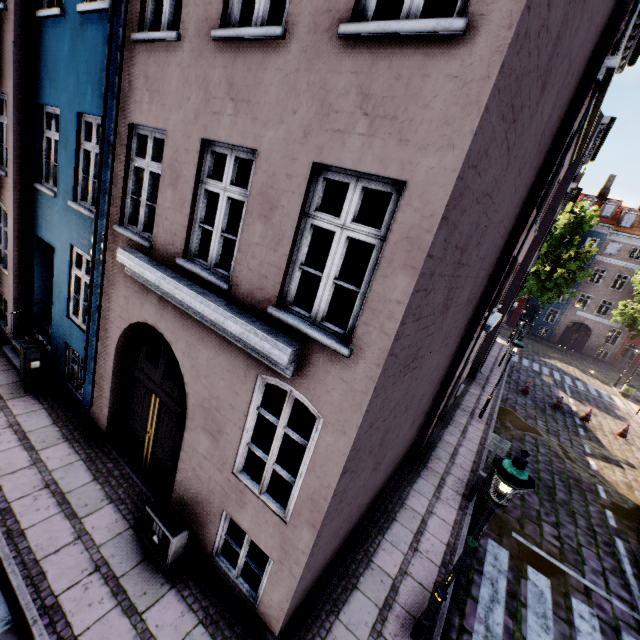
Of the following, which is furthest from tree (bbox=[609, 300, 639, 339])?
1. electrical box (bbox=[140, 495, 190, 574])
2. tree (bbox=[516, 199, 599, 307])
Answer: electrical box (bbox=[140, 495, 190, 574])

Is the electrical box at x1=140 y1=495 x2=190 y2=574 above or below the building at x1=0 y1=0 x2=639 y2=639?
below

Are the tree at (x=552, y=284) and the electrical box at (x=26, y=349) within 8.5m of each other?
no

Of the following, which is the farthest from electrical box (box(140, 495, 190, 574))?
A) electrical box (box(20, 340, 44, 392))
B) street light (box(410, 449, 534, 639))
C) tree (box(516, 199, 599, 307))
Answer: tree (box(516, 199, 599, 307))

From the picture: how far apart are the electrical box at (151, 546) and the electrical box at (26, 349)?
5.10m

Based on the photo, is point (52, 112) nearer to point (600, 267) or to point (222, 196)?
point (222, 196)

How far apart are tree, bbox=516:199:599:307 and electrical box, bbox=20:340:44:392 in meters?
34.3 m

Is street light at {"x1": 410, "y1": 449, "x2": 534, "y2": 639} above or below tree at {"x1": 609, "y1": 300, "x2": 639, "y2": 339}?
below
